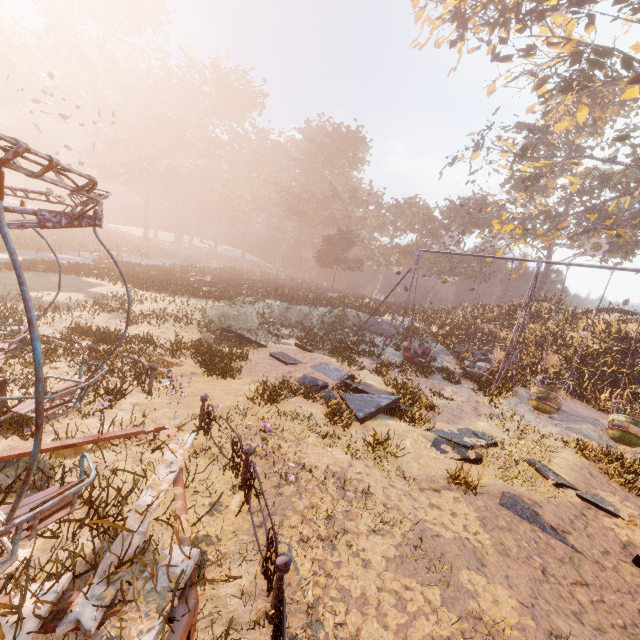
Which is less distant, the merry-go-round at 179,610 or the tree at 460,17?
the merry-go-round at 179,610

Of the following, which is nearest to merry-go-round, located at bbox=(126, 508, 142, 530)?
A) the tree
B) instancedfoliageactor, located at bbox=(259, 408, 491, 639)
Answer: instancedfoliageactor, located at bbox=(259, 408, 491, 639)

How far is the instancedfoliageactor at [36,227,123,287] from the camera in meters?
18.8 m

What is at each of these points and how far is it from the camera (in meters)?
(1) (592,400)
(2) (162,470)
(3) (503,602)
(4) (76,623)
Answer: (1) instancedfoliageactor, 14.80
(2) merry-go-round, 4.21
(3) instancedfoliageactor, 3.99
(4) merry-go-round, 2.44

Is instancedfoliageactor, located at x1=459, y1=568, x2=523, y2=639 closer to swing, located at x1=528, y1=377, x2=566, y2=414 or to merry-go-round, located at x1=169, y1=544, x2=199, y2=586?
merry-go-round, located at x1=169, y1=544, x2=199, y2=586

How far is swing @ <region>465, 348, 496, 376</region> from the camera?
16.1m

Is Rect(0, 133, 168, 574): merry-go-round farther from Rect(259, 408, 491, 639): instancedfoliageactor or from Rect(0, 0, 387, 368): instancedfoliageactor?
Rect(0, 0, 387, 368): instancedfoliageactor

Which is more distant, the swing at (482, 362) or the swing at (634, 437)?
the swing at (482, 362)
